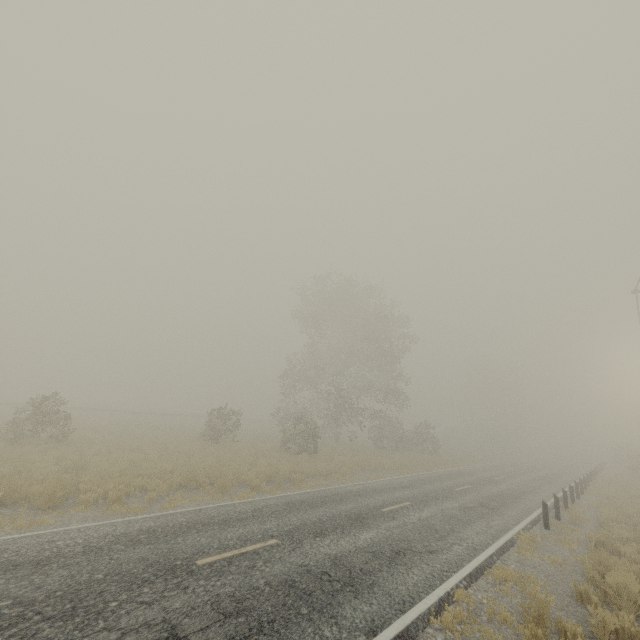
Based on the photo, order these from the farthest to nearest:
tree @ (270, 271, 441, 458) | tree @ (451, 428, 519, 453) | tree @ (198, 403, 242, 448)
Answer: tree @ (451, 428, 519, 453)
tree @ (270, 271, 441, 458)
tree @ (198, 403, 242, 448)

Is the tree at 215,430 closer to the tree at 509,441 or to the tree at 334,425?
the tree at 334,425

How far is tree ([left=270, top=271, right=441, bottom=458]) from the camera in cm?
2988

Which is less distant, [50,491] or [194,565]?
[194,565]

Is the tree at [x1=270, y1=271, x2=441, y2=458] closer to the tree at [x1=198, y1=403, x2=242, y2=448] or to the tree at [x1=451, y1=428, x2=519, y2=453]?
the tree at [x1=198, y1=403, x2=242, y2=448]

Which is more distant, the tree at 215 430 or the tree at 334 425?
the tree at 334 425

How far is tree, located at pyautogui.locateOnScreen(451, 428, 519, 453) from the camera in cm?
5087
